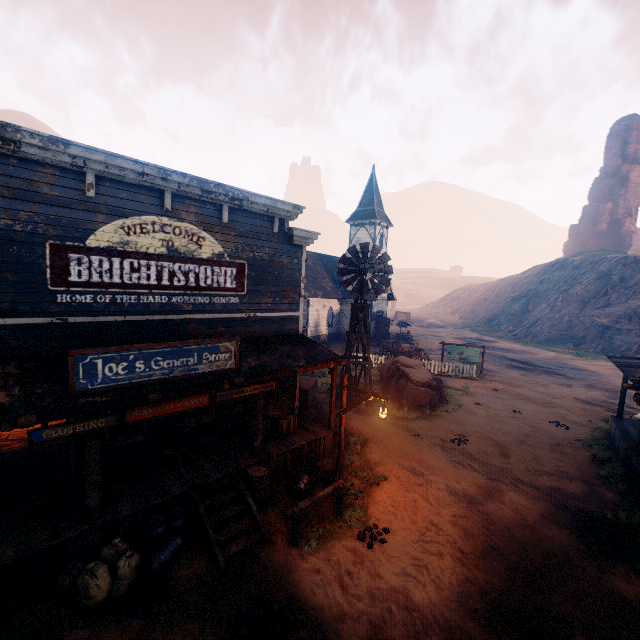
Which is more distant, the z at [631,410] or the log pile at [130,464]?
the z at [631,410]

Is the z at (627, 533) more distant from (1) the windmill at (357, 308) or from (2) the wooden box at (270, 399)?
(2) the wooden box at (270, 399)

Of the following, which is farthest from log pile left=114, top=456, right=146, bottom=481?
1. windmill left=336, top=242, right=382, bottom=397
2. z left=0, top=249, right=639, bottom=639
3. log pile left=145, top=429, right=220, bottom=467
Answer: windmill left=336, top=242, right=382, bottom=397

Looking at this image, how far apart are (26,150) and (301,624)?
10.7m

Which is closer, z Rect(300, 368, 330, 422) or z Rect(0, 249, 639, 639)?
z Rect(0, 249, 639, 639)

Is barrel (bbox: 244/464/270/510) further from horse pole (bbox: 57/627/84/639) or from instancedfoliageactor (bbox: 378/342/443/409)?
instancedfoliageactor (bbox: 378/342/443/409)

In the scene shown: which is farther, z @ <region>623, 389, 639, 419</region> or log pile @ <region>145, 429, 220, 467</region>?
z @ <region>623, 389, 639, 419</region>

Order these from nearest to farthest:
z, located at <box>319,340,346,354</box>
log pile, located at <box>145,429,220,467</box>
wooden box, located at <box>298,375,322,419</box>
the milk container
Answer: the milk container → log pile, located at <box>145,429,220,467</box> → wooden box, located at <box>298,375,322,419</box> → z, located at <box>319,340,346,354</box>
